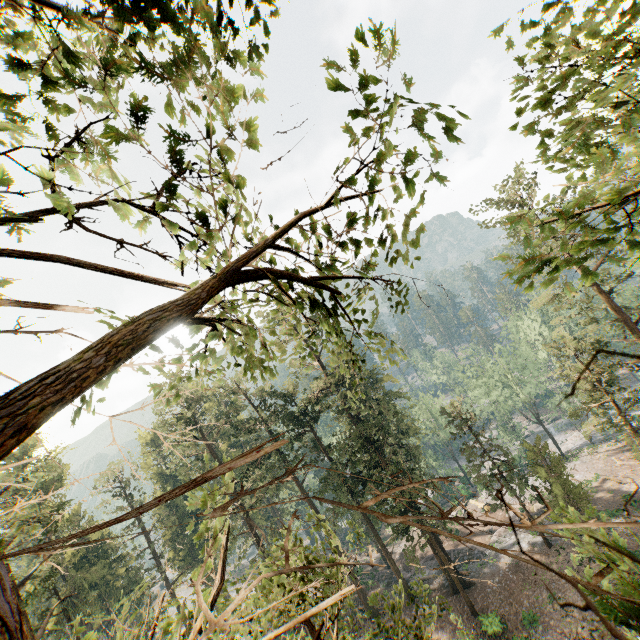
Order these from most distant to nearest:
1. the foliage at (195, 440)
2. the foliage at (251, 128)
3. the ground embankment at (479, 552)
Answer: the ground embankment at (479, 552) → the foliage at (251, 128) → the foliage at (195, 440)

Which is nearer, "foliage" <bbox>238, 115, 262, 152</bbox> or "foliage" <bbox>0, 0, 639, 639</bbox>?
"foliage" <bbox>0, 0, 639, 639</bbox>

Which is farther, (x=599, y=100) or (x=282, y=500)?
(x=599, y=100)

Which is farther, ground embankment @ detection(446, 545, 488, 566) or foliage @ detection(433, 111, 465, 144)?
ground embankment @ detection(446, 545, 488, 566)

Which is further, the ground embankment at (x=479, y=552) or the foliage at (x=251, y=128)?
the ground embankment at (x=479, y=552)

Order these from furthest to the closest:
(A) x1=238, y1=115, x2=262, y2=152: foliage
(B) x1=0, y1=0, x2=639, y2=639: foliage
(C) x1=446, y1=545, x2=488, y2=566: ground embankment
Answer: (C) x1=446, y1=545, x2=488, y2=566: ground embankment < (A) x1=238, y1=115, x2=262, y2=152: foliage < (B) x1=0, y1=0, x2=639, y2=639: foliage
